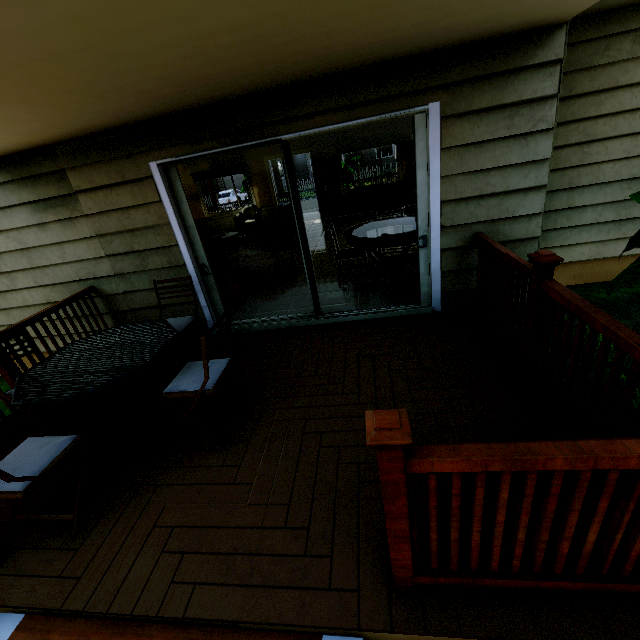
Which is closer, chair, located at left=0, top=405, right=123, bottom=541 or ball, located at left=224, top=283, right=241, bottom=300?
chair, located at left=0, top=405, right=123, bottom=541

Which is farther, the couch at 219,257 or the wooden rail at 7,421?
the couch at 219,257

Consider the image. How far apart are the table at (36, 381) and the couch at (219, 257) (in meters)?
4.12

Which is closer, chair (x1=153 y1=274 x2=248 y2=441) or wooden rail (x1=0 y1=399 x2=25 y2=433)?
chair (x1=153 y1=274 x2=248 y2=441)

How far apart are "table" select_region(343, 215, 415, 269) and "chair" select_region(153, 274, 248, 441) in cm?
243

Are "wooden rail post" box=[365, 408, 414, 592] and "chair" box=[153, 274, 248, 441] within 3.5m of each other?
A: yes

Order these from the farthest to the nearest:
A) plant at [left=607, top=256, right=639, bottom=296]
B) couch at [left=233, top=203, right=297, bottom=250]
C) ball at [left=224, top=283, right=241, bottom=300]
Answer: couch at [left=233, top=203, right=297, bottom=250] → ball at [left=224, top=283, right=241, bottom=300] → plant at [left=607, top=256, right=639, bottom=296]

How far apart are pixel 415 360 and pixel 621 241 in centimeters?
367cm
